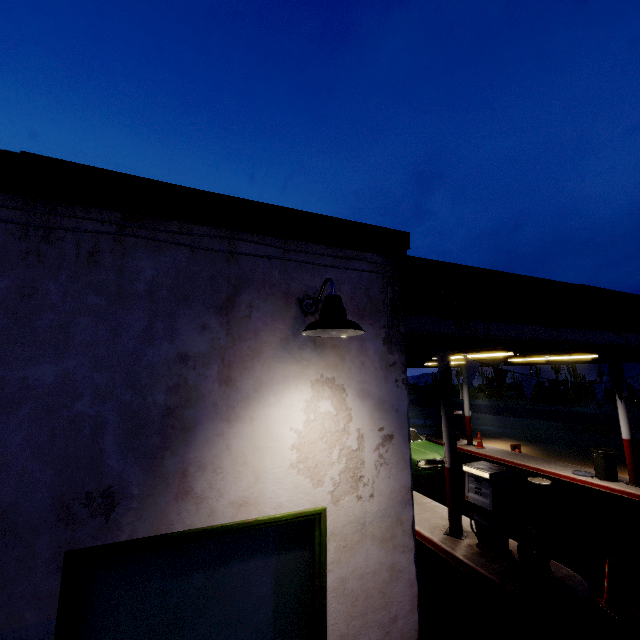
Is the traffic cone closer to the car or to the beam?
the beam

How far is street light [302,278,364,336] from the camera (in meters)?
2.16

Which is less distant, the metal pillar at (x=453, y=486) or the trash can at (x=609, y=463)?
the metal pillar at (x=453, y=486)

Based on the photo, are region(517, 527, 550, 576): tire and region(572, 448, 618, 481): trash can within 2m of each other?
no

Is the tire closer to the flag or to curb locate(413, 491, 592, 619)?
curb locate(413, 491, 592, 619)

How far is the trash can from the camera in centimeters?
1023cm

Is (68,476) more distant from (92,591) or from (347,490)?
(347,490)

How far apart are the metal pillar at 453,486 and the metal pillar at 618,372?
7.0 meters
